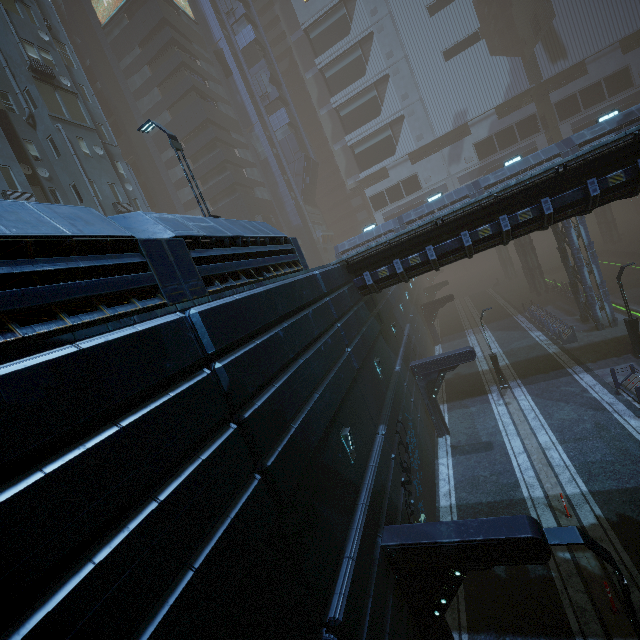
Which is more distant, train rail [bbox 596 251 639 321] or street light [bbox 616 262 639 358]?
train rail [bbox 596 251 639 321]

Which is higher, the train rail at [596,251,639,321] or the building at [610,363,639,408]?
the building at [610,363,639,408]

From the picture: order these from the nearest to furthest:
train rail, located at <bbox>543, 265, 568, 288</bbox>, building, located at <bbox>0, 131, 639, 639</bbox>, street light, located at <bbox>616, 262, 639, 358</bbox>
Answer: building, located at <bbox>0, 131, 639, 639</bbox>, street light, located at <bbox>616, 262, 639, 358</bbox>, train rail, located at <bbox>543, 265, 568, 288</bbox>

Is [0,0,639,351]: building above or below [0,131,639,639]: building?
above

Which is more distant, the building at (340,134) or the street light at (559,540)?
the street light at (559,540)

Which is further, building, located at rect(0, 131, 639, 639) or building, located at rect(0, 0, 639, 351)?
building, located at rect(0, 0, 639, 351)

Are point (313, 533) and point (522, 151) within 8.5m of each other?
no

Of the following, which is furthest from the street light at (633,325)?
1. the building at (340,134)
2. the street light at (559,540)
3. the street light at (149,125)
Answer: the street light at (149,125)
